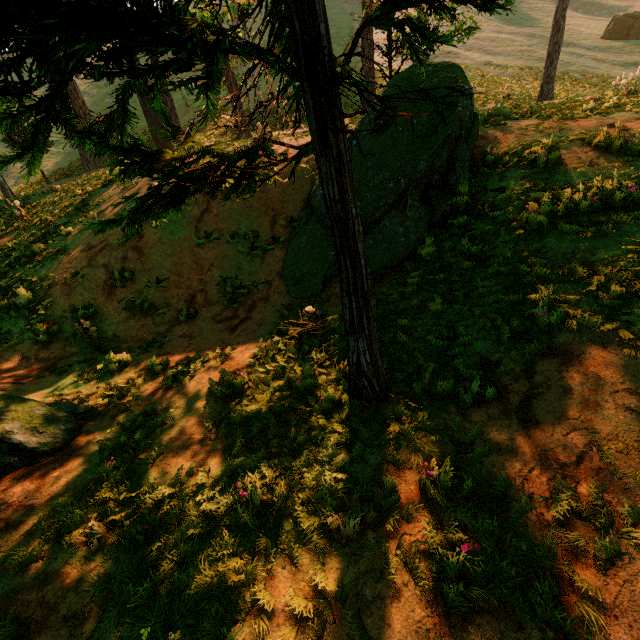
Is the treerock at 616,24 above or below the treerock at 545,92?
above

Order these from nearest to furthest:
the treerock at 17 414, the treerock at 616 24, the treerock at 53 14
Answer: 1. the treerock at 53 14
2. the treerock at 17 414
3. the treerock at 616 24

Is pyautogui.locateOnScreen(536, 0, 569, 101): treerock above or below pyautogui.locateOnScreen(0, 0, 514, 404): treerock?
above

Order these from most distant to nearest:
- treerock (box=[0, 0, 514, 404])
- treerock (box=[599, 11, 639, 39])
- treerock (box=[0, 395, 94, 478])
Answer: treerock (box=[599, 11, 639, 39])
treerock (box=[0, 395, 94, 478])
treerock (box=[0, 0, 514, 404])

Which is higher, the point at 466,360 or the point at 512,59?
the point at 512,59

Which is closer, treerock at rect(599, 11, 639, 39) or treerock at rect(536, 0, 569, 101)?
treerock at rect(536, 0, 569, 101)
